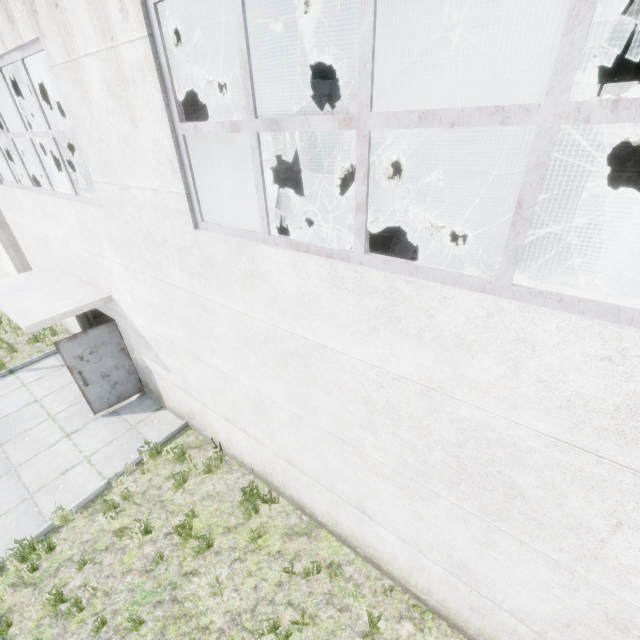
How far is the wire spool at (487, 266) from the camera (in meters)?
10.91

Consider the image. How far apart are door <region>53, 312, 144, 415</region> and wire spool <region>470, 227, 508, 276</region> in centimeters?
1136cm

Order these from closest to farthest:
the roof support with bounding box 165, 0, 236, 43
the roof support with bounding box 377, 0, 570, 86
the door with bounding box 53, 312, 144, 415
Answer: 1. the roof support with bounding box 377, 0, 570, 86
2. the door with bounding box 53, 312, 144, 415
3. the roof support with bounding box 165, 0, 236, 43

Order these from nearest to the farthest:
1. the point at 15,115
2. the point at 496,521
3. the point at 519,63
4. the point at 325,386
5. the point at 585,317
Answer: the point at 585,317 → the point at 496,521 → the point at 325,386 → the point at 15,115 → the point at 519,63

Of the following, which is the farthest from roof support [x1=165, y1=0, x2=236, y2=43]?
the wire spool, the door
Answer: the wire spool

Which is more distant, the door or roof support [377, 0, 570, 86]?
the door

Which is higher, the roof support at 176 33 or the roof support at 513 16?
the roof support at 176 33
